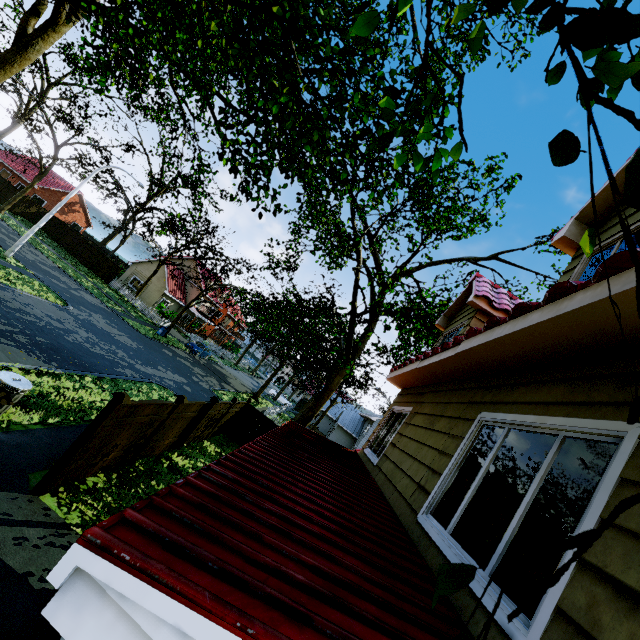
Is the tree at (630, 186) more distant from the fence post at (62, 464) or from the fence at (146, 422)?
the fence post at (62, 464)

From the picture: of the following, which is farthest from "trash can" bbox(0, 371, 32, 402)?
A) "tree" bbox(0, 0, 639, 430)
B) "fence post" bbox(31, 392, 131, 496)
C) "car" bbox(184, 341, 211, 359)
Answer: "car" bbox(184, 341, 211, 359)

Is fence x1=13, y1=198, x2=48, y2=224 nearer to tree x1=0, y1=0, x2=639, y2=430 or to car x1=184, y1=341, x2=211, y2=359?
tree x1=0, y1=0, x2=639, y2=430

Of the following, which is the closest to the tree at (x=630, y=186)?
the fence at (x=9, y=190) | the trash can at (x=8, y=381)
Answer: the fence at (x=9, y=190)

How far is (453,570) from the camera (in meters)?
0.77

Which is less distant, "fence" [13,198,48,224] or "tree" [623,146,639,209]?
"tree" [623,146,639,209]

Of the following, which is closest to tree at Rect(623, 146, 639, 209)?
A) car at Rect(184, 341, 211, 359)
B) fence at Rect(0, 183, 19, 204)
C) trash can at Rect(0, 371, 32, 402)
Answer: fence at Rect(0, 183, 19, 204)
